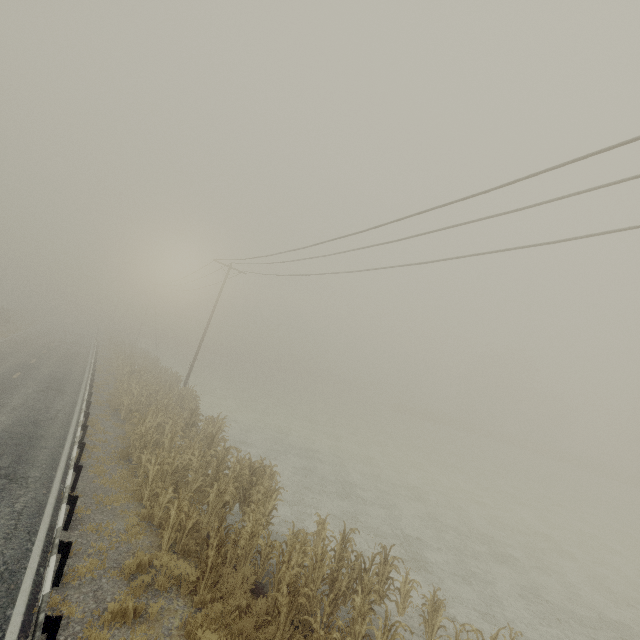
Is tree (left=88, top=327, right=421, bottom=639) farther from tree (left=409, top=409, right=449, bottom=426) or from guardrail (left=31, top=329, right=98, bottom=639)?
tree (left=409, top=409, right=449, bottom=426)

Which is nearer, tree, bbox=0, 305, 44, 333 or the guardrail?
the guardrail

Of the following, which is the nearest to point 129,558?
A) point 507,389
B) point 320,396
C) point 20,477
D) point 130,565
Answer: point 130,565

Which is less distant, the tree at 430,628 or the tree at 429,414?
the tree at 430,628

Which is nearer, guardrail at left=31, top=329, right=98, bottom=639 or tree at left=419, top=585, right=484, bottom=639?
guardrail at left=31, top=329, right=98, bottom=639

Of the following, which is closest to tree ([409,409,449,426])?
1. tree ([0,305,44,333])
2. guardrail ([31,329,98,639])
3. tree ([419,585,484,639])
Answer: tree ([0,305,44,333])

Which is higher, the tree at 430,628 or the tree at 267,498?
the tree at 267,498

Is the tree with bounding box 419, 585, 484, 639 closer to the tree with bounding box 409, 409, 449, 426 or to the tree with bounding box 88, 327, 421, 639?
the tree with bounding box 88, 327, 421, 639
